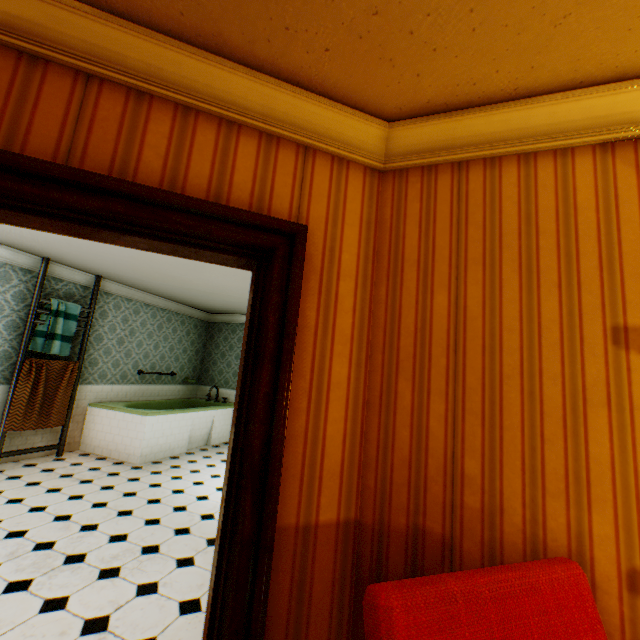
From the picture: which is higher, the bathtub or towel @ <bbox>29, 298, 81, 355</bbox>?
towel @ <bbox>29, 298, 81, 355</bbox>

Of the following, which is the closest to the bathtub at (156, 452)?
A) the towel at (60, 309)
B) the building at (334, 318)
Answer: the building at (334, 318)

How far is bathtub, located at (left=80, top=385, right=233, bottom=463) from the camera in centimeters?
554cm

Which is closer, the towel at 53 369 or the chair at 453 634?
the chair at 453 634

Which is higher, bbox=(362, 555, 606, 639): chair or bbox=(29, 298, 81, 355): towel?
bbox=(29, 298, 81, 355): towel

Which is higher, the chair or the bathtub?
the chair

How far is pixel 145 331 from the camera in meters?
7.2

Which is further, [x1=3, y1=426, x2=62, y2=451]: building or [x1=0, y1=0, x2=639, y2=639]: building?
[x1=3, y1=426, x2=62, y2=451]: building
